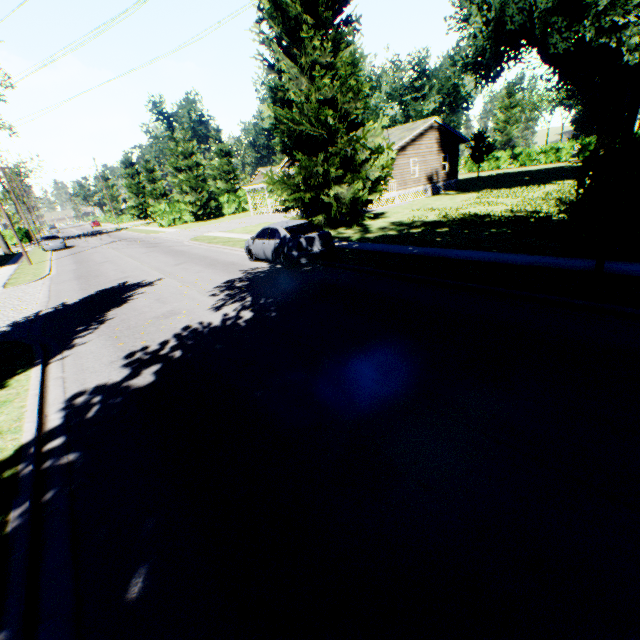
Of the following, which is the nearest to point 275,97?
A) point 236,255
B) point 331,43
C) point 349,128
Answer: point 331,43

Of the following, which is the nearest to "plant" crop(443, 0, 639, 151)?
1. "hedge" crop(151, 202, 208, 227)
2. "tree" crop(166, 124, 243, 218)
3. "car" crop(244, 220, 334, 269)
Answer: "car" crop(244, 220, 334, 269)

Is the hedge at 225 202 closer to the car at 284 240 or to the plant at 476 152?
the plant at 476 152

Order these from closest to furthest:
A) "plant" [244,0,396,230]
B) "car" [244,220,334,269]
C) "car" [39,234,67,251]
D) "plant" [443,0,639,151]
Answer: "car" [244,220,334,269] < "plant" [244,0,396,230] < "plant" [443,0,639,151] < "car" [39,234,67,251]

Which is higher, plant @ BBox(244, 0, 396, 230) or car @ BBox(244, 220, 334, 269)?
plant @ BBox(244, 0, 396, 230)

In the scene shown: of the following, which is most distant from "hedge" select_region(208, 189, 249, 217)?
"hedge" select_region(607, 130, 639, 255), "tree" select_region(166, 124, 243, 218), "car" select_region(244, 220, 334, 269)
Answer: "hedge" select_region(607, 130, 639, 255)

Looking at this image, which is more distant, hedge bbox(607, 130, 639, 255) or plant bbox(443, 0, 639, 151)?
plant bbox(443, 0, 639, 151)

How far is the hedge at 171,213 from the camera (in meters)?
42.34
